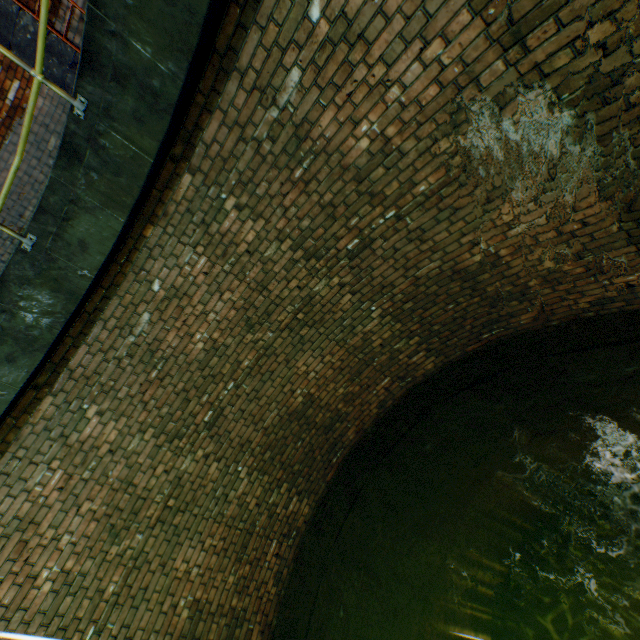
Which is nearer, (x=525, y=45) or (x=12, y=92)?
(x=525, y=45)

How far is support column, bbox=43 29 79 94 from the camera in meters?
4.9

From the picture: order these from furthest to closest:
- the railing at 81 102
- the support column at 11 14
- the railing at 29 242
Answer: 1. the support column at 11 14
2. the railing at 29 242
3. the railing at 81 102

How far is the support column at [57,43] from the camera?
4.9 meters

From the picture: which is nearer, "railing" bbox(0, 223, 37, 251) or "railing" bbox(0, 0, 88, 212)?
"railing" bbox(0, 0, 88, 212)

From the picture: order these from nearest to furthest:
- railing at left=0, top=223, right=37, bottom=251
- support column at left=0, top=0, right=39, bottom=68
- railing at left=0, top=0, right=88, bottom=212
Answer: railing at left=0, top=0, right=88, bottom=212
railing at left=0, top=223, right=37, bottom=251
support column at left=0, top=0, right=39, bottom=68

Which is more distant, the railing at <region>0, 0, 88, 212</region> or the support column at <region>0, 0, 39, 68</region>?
the support column at <region>0, 0, 39, 68</region>
